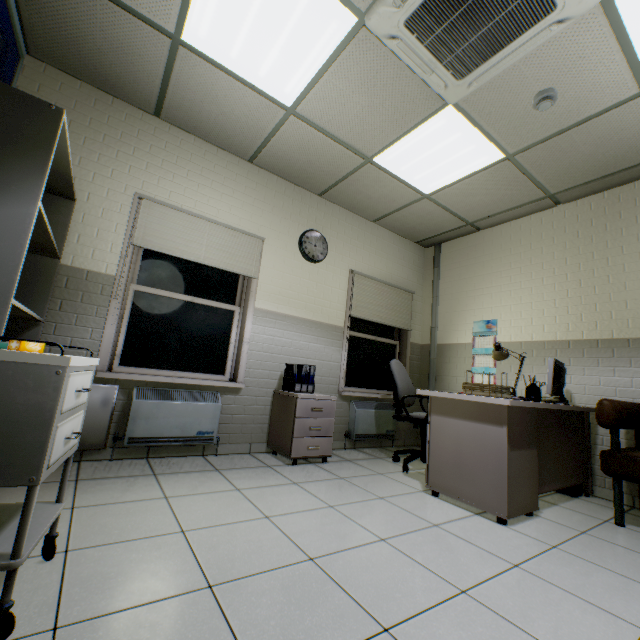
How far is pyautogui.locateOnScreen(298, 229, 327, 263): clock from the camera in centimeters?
408cm

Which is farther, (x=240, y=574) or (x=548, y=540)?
(x=548, y=540)

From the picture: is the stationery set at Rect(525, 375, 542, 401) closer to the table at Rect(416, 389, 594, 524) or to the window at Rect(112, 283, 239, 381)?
the table at Rect(416, 389, 594, 524)

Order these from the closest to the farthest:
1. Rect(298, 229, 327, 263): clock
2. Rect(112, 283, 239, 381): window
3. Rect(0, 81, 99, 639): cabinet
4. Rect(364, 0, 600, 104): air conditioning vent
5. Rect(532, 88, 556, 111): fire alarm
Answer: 1. Rect(0, 81, 99, 639): cabinet
2. Rect(364, 0, 600, 104): air conditioning vent
3. Rect(532, 88, 556, 111): fire alarm
4. Rect(112, 283, 239, 381): window
5. Rect(298, 229, 327, 263): clock

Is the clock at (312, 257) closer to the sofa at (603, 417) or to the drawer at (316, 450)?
the drawer at (316, 450)

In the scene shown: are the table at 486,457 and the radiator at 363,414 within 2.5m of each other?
yes

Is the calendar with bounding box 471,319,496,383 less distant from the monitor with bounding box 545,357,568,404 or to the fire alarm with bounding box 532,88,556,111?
the monitor with bounding box 545,357,568,404

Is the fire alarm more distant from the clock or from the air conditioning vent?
the clock
